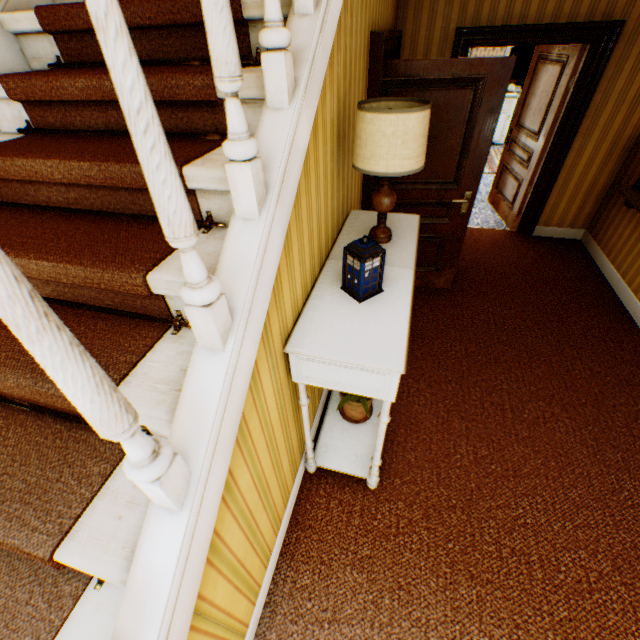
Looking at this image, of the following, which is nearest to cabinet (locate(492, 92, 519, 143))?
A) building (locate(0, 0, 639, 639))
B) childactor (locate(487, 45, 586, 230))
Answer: building (locate(0, 0, 639, 639))

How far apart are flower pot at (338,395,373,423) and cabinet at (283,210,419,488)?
0.0 meters

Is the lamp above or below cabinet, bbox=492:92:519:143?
above

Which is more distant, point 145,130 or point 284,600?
point 284,600

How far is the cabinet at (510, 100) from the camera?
8.05m

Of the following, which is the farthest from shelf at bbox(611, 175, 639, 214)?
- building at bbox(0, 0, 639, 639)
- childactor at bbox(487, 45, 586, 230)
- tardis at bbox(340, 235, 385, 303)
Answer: tardis at bbox(340, 235, 385, 303)

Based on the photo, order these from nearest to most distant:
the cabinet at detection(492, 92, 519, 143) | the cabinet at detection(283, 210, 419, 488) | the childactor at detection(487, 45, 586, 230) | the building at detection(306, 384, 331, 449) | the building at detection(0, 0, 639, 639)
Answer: the building at detection(0, 0, 639, 639), the cabinet at detection(283, 210, 419, 488), the building at detection(306, 384, 331, 449), the childactor at detection(487, 45, 586, 230), the cabinet at detection(492, 92, 519, 143)

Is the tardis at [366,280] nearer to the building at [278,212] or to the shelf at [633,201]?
the building at [278,212]
